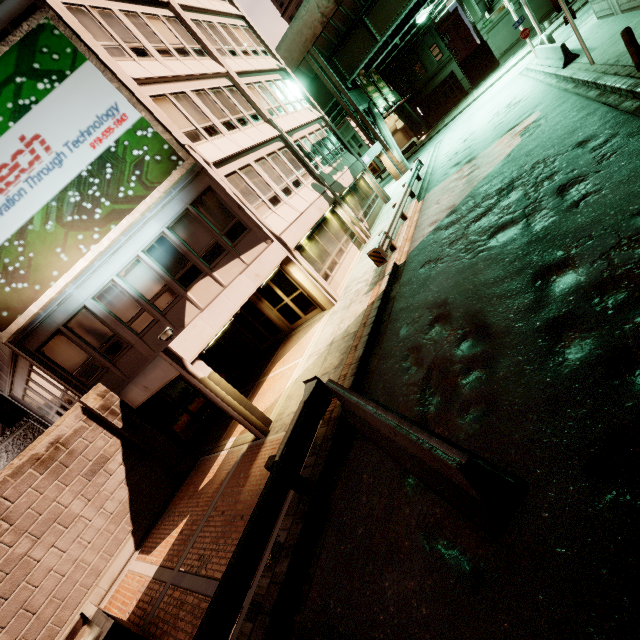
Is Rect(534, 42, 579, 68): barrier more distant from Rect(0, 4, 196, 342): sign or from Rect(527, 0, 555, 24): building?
Rect(527, 0, 555, 24): building

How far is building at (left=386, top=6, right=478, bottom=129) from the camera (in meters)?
40.19

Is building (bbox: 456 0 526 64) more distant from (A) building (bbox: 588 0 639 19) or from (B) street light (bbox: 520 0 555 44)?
(A) building (bbox: 588 0 639 19)

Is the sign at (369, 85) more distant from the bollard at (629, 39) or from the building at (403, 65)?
the bollard at (629, 39)

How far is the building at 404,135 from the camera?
54.99m

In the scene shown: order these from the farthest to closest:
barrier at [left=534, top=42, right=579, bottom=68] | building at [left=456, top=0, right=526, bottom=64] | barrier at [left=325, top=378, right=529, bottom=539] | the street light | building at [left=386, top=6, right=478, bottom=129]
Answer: building at [left=386, top=6, right=478, bottom=129]
building at [left=456, top=0, right=526, bottom=64]
the street light
barrier at [left=534, top=42, right=579, bottom=68]
barrier at [left=325, top=378, right=529, bottom=539]

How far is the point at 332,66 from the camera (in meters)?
28.22

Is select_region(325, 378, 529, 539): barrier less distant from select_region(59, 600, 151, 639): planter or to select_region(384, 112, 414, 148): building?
select_region(59, 600, 151, 639): planter
